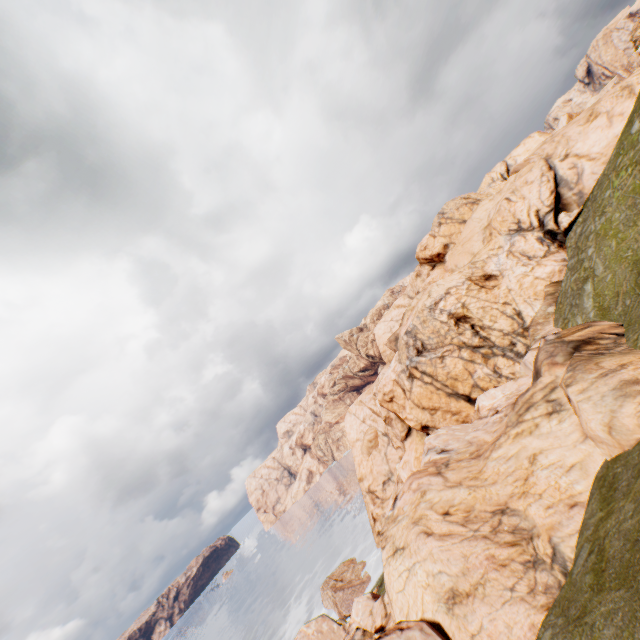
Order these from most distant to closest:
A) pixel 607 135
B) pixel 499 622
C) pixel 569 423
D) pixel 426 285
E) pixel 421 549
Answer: pixel 426 285 → pixel 607 135 → pixel 569 423 → pixel 421 549 → pixel 499 622
